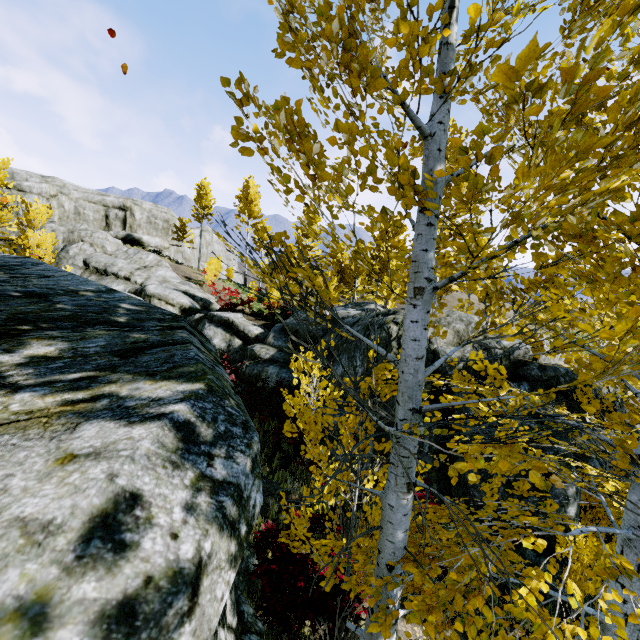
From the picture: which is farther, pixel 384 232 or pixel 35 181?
pixel 35 181

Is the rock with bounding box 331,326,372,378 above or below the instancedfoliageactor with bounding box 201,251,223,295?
below

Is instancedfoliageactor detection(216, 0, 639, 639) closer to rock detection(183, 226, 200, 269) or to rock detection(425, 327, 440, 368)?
rock detection(425, 327, 440, 368)

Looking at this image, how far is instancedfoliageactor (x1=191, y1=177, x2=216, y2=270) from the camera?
32.6m

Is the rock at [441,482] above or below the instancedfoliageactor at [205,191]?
below

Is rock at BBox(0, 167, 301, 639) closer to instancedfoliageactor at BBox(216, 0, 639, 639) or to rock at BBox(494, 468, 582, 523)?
instancedfoliageactor at BBox(216, 0, 639, 639)

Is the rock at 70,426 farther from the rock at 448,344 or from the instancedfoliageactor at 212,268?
the rock at 448,344

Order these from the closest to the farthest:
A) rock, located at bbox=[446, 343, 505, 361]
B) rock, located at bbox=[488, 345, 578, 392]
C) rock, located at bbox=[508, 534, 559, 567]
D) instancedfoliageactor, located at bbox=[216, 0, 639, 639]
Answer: instancedfoliageactor, located at bbox=[216, 0, 639, 639], rock, located at bbox=[508, 534, 559, 567], rock, located at bbox=[488, 345, 578, 392], rock, located at bbox=[446, 343, 505, 361]
